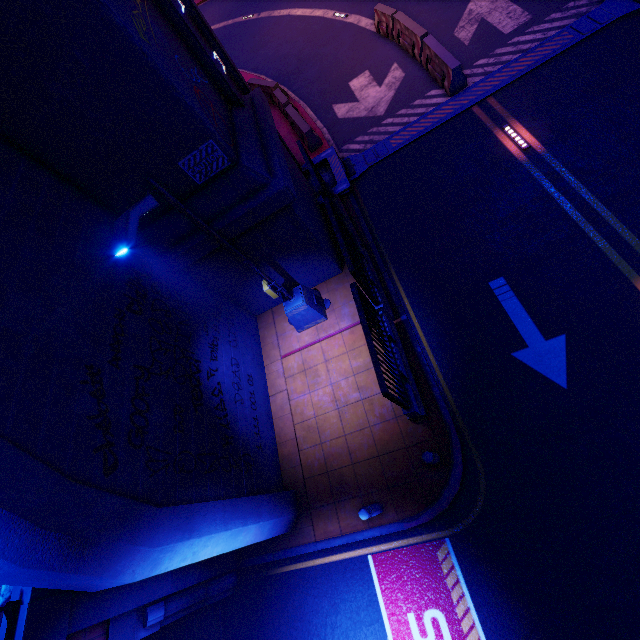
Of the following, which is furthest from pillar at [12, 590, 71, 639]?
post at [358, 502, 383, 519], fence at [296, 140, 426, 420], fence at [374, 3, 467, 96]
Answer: fence at [374, 3, 467, 96]

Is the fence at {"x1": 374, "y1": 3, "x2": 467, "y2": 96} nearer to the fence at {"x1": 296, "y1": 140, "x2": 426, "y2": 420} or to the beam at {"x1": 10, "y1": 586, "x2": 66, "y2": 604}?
the fence at {"x1": 296, "y1": 140, "x2": 426, "y2": 420}

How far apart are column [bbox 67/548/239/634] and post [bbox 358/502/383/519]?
3.8 meters

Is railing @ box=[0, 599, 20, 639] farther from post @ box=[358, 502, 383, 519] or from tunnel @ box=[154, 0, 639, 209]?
tunnel @ box=[154, 0, 639, 209]

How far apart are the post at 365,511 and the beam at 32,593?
5.0m

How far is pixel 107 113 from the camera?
5.6 meters

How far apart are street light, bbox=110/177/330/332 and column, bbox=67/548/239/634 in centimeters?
540cm

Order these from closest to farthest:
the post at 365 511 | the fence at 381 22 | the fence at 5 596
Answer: the fence at 5 596
the post at 365 511
the fence at 381 22
